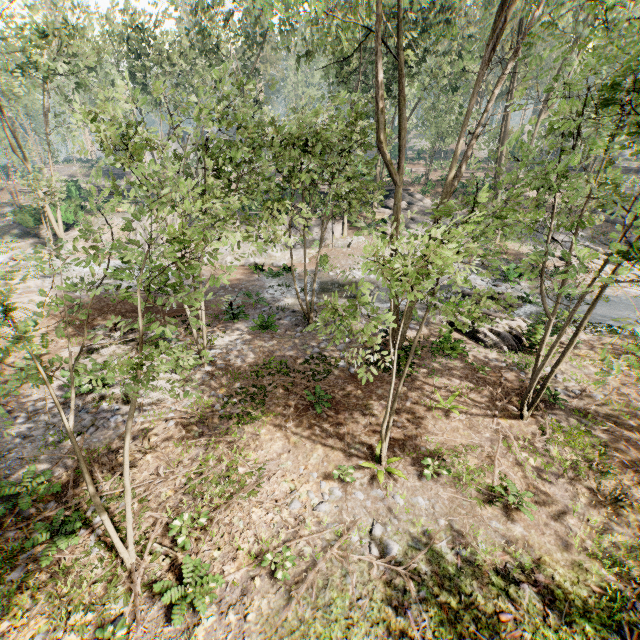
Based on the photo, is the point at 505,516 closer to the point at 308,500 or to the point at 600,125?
the point at 308,500

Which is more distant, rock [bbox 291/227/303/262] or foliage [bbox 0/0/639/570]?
rock [bbox 291/227/303/262]

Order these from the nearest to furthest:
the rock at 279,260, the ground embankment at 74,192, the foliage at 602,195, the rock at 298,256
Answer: the foliage at 602,195 → the rock at 279,260 → the rock at 298,256 → the ground embankment at 74,192

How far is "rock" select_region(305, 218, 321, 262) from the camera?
26.69m

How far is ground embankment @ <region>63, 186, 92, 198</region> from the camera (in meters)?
40.72

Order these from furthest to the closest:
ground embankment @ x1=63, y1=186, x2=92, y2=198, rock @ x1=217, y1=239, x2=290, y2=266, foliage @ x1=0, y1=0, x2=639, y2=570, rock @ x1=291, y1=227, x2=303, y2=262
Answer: ground embankment @ x1=63, y1=186, x2=92, y2=198 < rock @ x1=291, y1=227, x2=303, y2=262 < rock @ x1=217, y1=239, x2=290, y2=266 < foliage @ x1=0, y1=0, x2=639, y2=570

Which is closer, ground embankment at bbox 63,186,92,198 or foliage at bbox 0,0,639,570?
foliage at bbox 0,0,639,570

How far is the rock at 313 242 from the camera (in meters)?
26.69
